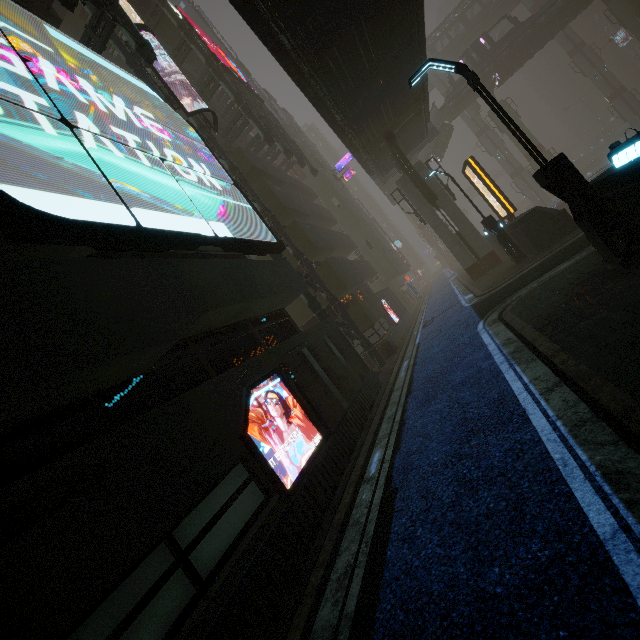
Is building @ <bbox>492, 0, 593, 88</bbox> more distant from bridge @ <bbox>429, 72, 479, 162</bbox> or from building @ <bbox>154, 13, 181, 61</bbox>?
building @ <bbox>154, 13, 181, 61</bbox>

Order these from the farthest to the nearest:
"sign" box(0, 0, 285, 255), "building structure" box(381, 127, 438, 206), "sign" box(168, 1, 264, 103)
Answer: "sign" box(168, 1, 264, 103) → "building structure" box(381, 127, 438, 206) → "sign" box(0, 0, 285, 255)

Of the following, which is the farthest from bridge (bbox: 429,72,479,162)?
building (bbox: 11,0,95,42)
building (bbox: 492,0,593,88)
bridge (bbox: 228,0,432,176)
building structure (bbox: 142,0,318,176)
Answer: building structure (bbox: 142,0,318,176)

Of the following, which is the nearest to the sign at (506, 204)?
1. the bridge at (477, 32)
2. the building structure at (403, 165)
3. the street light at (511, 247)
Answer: the street light at (511, 247)

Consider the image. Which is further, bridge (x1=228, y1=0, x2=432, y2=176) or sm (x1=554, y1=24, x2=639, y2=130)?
sm (x1=554, y1=24, x2=639, y2=130)

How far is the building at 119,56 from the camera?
15.53m

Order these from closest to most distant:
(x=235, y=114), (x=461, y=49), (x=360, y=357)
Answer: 1. (x=360, y=357)
2. (x=235, y=114)
3. (x=461, y=49)

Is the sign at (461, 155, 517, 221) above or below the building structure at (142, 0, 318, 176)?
below
